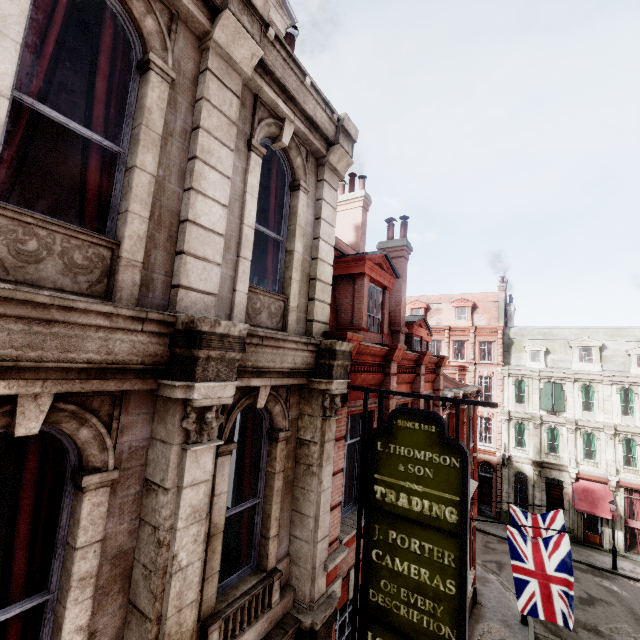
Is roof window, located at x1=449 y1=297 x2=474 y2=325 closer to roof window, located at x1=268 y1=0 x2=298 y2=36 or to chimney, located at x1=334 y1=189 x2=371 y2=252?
chimney, located at x1=334 y1=189 x2=371 y2=252

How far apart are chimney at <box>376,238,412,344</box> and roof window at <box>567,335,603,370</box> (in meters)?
25.43

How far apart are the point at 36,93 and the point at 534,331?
38.73m

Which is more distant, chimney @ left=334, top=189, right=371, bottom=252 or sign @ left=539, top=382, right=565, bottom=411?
sign @ left=539, top=382, right=565, bottom=411

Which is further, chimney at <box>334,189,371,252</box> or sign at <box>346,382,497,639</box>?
chimney at <box>334,189,371,252</box>

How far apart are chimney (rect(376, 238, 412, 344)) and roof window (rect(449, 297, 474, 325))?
24.5m

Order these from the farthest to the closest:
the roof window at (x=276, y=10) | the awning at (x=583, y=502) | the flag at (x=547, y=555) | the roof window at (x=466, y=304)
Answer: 1. the roof window at (x=466, y=304)
2. the awning at (x=583, y=502)
3. the flag at (x=547, y=555)
4. the roof window at (x=276, y=10)

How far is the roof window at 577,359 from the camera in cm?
2852
